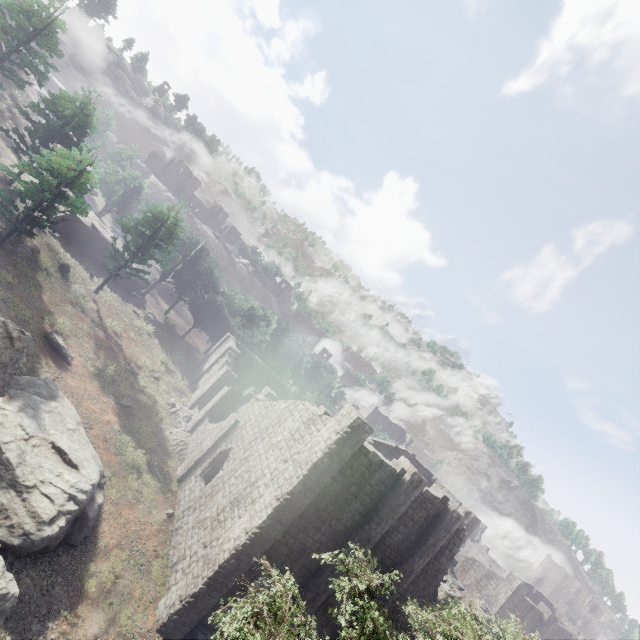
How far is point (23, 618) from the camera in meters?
10.5

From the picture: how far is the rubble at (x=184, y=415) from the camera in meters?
24.9

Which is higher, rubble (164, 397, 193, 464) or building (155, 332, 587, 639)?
building (155, 332, 587, 639)

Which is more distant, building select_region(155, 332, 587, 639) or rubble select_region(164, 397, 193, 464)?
rubble select_region(164, 397, 193, 464)

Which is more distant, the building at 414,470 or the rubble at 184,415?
the rubble at 184,415

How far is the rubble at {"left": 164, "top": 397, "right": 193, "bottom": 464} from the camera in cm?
2489
